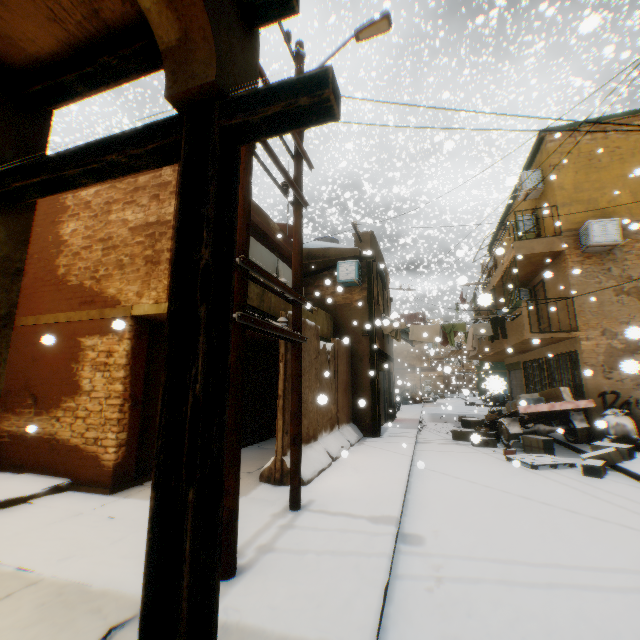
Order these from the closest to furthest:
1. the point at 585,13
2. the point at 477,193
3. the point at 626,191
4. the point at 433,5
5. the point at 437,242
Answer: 1. the point at 585,13
2. the point at 626,191
3. the point at 433,5
4. the point at 477,193
5. the point at 437,242

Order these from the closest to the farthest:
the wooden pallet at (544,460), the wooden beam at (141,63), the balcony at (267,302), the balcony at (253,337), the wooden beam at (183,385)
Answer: the wooden beam at (183,385) < the wooden beam at (141,63) < the balcony at (267,302) < the wooden pallet at (544,460) < the balcony at (253,337)

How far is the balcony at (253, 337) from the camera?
8.82m

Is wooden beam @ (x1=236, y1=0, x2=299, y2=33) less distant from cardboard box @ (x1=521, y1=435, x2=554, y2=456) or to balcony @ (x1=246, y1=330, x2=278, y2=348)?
balcony @ (x1=246, y1=330, x2=278, y2=348)

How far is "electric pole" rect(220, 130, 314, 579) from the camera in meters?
3.3

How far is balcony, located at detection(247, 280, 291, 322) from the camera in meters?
6.4 m

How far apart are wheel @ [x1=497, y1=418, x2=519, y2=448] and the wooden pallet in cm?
110

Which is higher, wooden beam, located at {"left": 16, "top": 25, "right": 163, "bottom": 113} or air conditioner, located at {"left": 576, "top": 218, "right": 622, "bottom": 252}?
air conditioner, located at {"left": 576, "top": 218, "right": 622, "bottom": 252}
